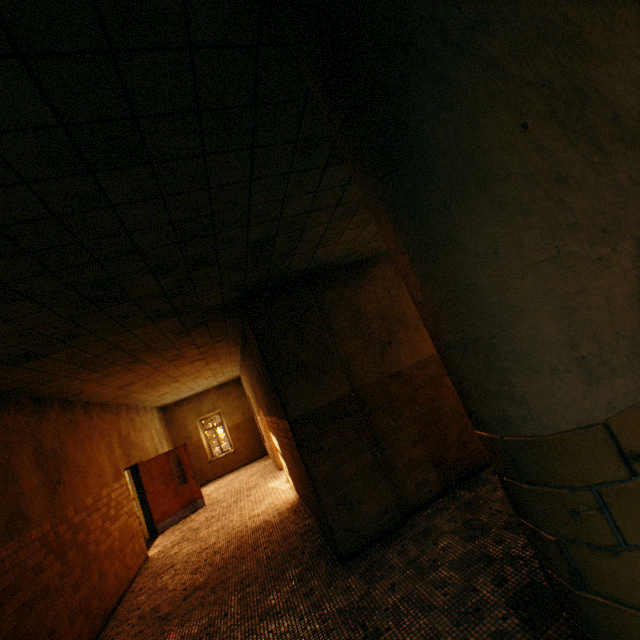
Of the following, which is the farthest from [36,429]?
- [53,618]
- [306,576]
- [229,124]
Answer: [229,124]

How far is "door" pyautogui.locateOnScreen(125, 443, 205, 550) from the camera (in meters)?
9.49

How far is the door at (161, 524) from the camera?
9.49m
